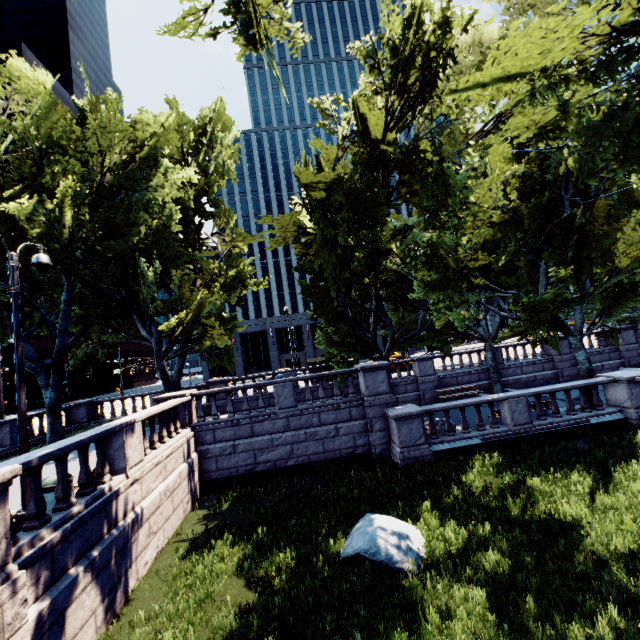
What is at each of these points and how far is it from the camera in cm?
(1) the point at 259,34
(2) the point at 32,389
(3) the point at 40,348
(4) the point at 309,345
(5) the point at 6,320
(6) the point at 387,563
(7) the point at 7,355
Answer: (1) tree, 1205
(2) building, 5522
(3) building, 5816
(4) building, 5441
(5) tree, 1847
(6) rock, 723
(7) building, 5369

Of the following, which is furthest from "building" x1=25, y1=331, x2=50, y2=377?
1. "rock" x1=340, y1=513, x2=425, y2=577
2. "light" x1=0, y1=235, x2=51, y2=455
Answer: "rock" x1=340, y1=513, x2=425, y2=577

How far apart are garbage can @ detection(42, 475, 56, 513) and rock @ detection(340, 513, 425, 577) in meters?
7.1

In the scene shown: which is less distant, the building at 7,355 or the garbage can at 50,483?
the garbage can at 50,483

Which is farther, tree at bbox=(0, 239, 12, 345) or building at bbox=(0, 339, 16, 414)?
building at bbox=(0, 339, 16, 414)

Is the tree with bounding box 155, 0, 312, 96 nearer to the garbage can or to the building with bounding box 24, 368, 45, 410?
the garbage can

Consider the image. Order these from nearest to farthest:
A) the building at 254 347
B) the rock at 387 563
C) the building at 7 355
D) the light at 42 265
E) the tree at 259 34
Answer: the rock at 387 563
the light at 42 265
the tree at 259 34
the building at 7 355
the building at 254 347
